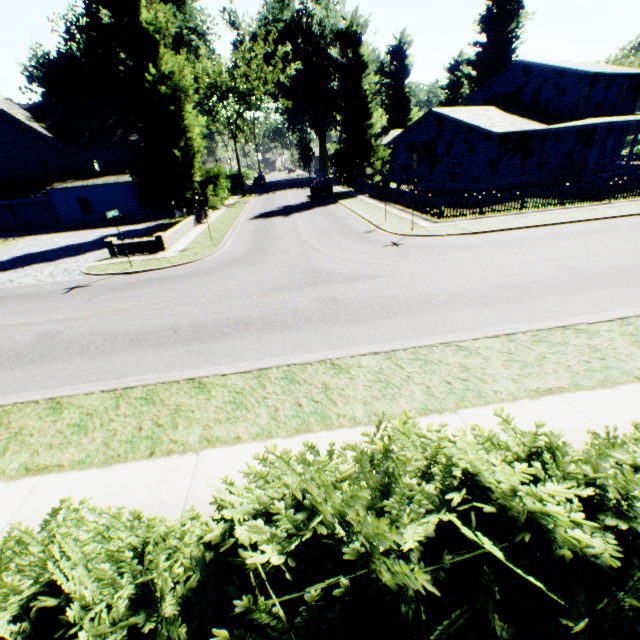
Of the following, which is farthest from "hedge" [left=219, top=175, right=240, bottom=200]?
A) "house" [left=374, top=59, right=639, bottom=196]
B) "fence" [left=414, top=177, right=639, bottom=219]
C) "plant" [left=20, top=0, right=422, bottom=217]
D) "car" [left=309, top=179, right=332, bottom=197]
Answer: "house" [left=374, top=59, right=639, bottom=196]

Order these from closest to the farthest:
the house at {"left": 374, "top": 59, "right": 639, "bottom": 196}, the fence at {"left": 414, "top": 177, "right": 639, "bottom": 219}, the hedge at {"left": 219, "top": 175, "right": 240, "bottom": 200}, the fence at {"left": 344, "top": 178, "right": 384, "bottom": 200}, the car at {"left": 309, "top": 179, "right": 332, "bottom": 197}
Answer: the fence at {"left": 414, "top": 177, "right": 639, "bottom": 219} → the house at {"left": 374, "top": 59, "right": 639, "bottom": 196} → the fence at {"left": 344, "top": 178, "right": 384, "bottom": 200} → the car at {"left": 309, "top": 179, "right": 332, "bottom": 197} → the hedge at {"left": 219, "top": 175, "right": 240, "bottom": 200}

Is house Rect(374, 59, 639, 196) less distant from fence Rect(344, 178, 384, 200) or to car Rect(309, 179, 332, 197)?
fence Rect(344, 178, 384, 200)

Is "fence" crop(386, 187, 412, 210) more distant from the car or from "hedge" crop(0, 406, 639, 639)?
"hedge" crop(0, 406, 639, 639)

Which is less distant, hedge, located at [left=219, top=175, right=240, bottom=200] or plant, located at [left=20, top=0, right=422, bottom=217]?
plant, located at [left=20, top=0, right=422, bottom=217]

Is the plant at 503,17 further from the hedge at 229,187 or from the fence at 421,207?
the hedge at 229,187

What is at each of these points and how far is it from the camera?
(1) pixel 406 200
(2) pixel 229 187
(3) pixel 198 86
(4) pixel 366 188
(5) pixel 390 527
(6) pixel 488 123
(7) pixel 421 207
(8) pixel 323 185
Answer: (1) fence, 22.8m
(2) hedge, 43.7m
(3) plant, 22.6m
(4) fence, 32.9m
(5) hedge, 2.2m
(6) house, 24.1m
(7) fence, 20.5m
(8) car, 34.5m

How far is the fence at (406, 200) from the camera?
22.17m
